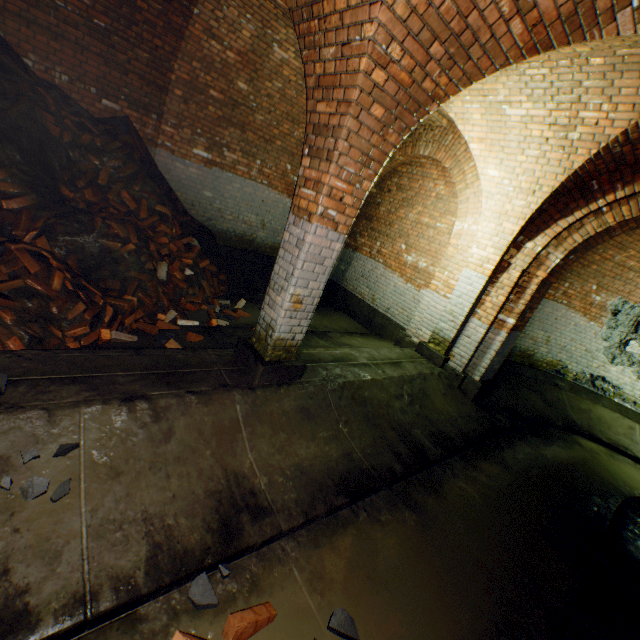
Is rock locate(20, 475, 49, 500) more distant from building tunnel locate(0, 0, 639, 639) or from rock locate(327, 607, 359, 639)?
rock locate(327, 607, 359, 639)

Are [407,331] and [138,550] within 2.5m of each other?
no

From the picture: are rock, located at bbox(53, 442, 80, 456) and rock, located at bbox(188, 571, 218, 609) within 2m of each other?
yes

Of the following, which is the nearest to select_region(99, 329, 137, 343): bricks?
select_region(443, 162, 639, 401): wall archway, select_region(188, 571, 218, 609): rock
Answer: select_region(188, 571, 218, 609): rock

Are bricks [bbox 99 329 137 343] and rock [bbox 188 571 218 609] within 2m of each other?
no

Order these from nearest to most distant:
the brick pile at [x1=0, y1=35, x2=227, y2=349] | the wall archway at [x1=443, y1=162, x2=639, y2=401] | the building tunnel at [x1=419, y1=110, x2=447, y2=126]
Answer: the brick pile at [x1=0, y1=35, x2=227, y2=349] < the wall archway at [x1=443, y1=162, x2=639, y2=401] < the building tunnel at [x1=419, y1=110, x2=447, y2=126]

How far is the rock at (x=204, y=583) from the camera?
2.0 meters

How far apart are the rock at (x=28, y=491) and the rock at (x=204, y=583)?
1.0 meters
